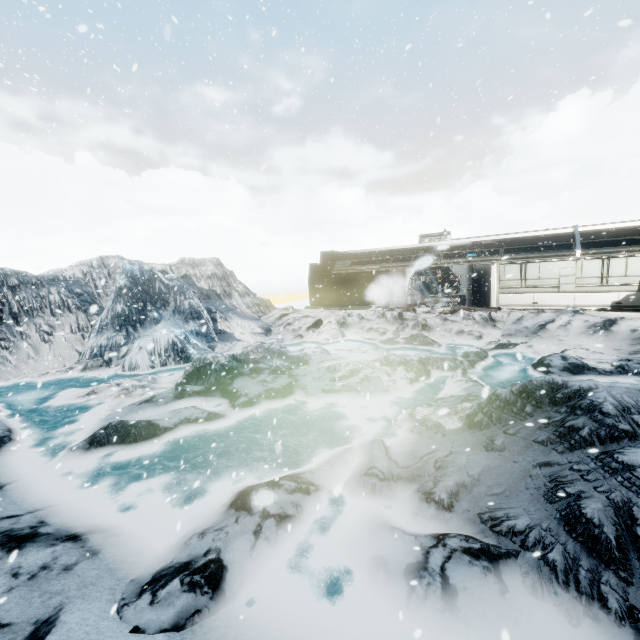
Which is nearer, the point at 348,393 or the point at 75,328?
the point at 348,393
